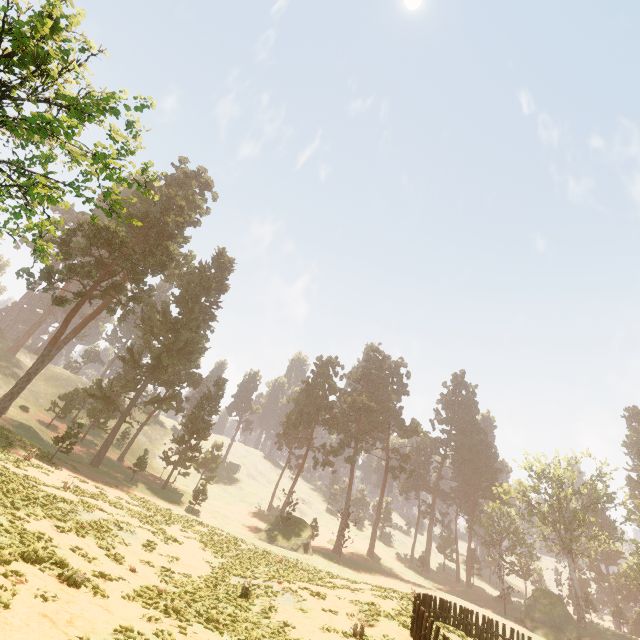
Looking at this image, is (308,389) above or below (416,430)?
above

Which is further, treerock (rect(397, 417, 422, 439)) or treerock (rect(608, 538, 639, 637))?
treerock (rect(397, 417, 422, 439))

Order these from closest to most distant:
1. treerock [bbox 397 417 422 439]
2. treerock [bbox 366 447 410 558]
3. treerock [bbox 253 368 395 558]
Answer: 1. treerock [bbox 253 368 395 558]
2. treerock [bbox 366 447 410 558]
3. treerock [bbox 397 417 422 439]

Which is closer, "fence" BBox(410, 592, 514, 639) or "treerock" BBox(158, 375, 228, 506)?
"fence" BBox(410, 592, 514, 639)

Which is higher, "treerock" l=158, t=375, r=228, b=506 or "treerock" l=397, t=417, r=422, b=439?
"treerock" l=397, t=417, r=422, b=439

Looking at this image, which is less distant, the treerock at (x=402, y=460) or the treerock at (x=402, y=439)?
the treerock at (x=402, y=460)
